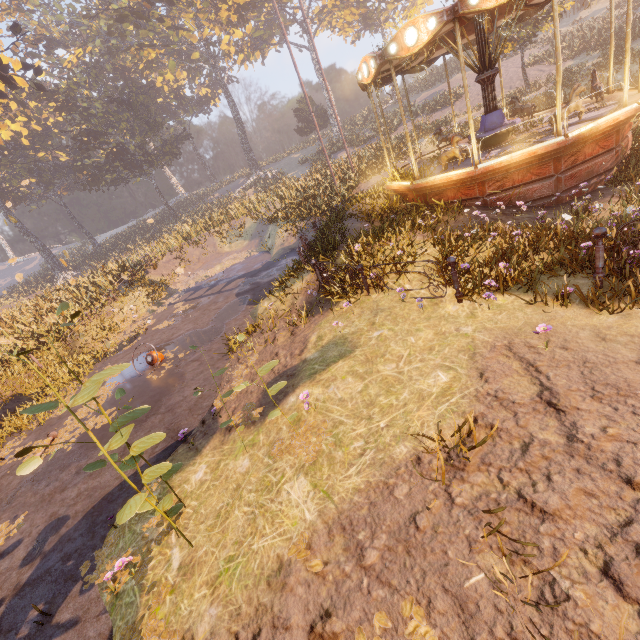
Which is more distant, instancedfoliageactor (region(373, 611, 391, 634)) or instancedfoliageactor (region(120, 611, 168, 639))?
instancedfoliageactor (region(120, 611, 168, 639))

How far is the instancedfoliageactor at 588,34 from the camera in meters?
17.6

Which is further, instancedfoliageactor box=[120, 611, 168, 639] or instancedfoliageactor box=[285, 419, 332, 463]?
instancedfoliageactor box=[285, 419, 332, 463]

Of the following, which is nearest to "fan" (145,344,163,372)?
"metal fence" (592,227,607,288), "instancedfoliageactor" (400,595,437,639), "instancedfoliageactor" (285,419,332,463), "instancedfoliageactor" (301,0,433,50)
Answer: "instancedfoliageactor" (285,419,332,463)

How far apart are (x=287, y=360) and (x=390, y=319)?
2.5 meters

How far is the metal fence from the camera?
4.5m

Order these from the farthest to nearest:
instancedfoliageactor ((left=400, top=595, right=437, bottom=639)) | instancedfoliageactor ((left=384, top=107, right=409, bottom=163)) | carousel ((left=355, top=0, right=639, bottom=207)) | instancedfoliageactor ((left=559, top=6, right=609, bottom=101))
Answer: instancedfoliageactor ((left=384, top=107, right=409, bottom=163)) → instancedfoliageactor ((left=559, top=6, right=609, bottom=101)) → carousel ((left=355, top=0, right=639, bottom=207)) → instancedfoliageactor ((left=400, top=595, right=437, bottom=639))

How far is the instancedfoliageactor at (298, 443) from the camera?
4.3 meters
